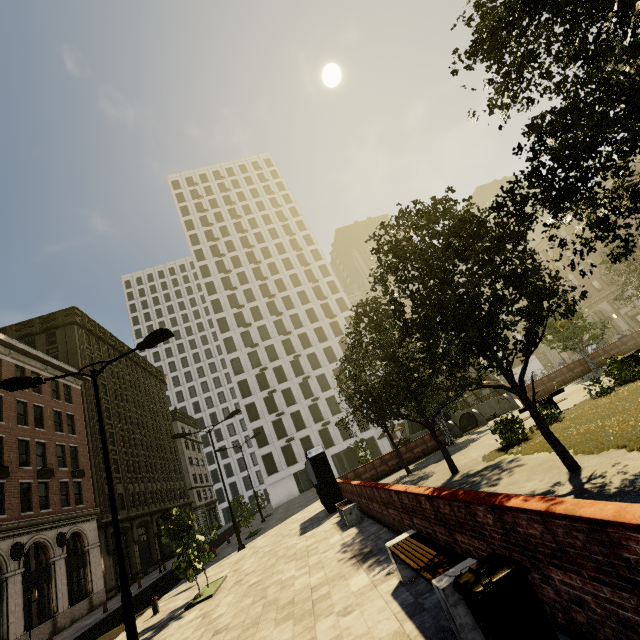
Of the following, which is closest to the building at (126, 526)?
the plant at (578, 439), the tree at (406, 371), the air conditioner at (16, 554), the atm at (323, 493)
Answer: the air conditioner at (16, 554)

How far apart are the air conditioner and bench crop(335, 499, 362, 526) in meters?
20.3

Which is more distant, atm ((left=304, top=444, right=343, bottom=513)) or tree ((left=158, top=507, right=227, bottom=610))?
atm ((left=304, top=444, right=343, bottom=513))

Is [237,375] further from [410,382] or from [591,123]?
[591,123]

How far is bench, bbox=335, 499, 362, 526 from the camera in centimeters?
1198cm

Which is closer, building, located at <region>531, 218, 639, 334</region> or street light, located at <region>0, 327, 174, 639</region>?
street light, located at <region>0, 327, 174, 639</region>

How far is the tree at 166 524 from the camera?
11.6m
